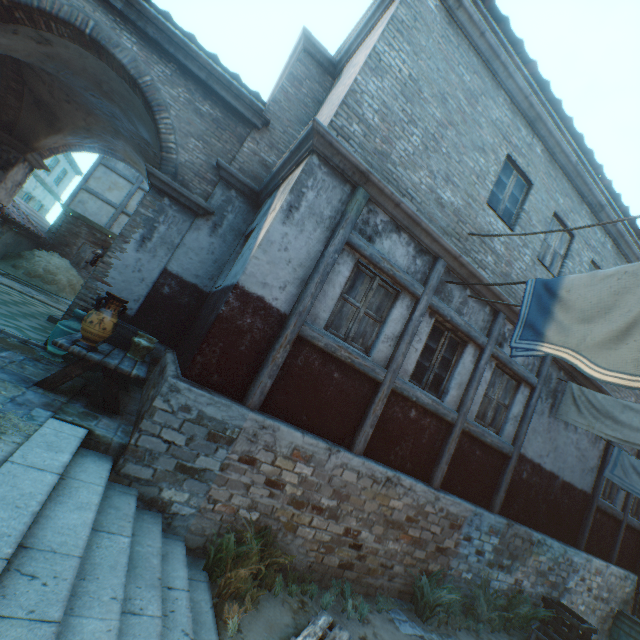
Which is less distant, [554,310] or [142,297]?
[554,310]

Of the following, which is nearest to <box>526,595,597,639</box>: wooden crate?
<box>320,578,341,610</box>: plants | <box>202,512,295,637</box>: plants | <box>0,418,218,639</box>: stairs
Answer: <box>320,578,341,610</box>: plants

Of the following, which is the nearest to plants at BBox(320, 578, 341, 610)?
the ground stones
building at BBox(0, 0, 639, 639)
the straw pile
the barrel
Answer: building at BBox(0, 0, 639, 639)

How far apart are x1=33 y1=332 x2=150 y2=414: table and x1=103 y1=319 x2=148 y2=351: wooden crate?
0.0 meters

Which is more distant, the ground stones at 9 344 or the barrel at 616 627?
the barrel at 616 627

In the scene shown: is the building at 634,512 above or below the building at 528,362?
below

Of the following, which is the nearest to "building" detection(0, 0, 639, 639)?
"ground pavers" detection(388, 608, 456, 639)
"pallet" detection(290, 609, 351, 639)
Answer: "ground pavers" detection(388, 608, 456, 639)

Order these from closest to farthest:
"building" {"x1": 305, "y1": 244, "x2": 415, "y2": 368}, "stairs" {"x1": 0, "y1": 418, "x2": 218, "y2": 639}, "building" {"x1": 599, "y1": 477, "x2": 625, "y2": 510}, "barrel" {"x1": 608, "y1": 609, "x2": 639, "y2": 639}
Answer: "stairs" {"x1": 0, "y1": 418, "x2": 218, "y2": 639} → "building" {"x1": 305, "y1": 244, "x2": 415, "y2": 368} → "barrel" {"x1": 608, "y1": 609, "x2": 639, "y2": 639} → "building" {"x1": 599, "y1": 477, "x2": 625, "y2": 510}
